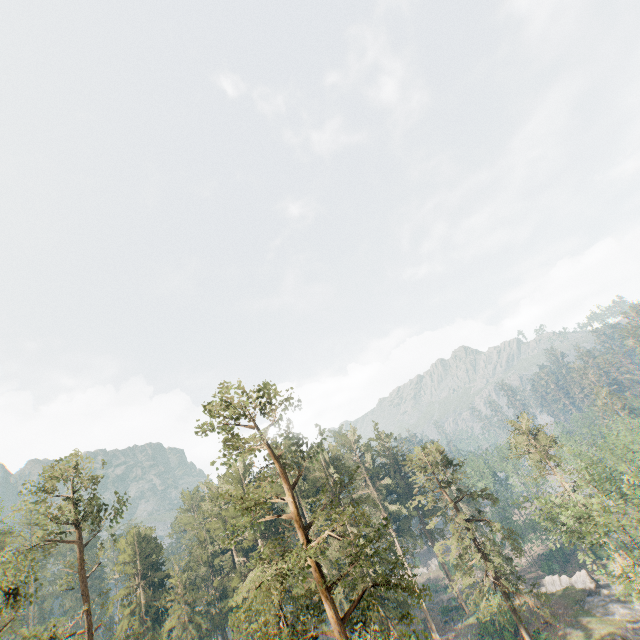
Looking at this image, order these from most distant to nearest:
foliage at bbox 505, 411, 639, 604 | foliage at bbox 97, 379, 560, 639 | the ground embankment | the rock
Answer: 1. the ground embankment
2. the rock
3. foliage at bbox 505, 411, 639, 604
4. foliage at bbox 97, 379, 560, 639

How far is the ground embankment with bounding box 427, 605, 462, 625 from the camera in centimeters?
5094cm

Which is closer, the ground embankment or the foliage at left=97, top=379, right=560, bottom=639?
the foliage at left=97, top=379, right=560, bottom=639

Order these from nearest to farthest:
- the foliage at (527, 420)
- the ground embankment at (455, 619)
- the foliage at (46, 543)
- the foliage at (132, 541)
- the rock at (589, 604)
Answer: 1. the foliage at (132, 541)
2. the foliage at (46, 543)
3. the foliage at (527, 420)
4. the rock at (589, 604)
5. the ground embankment at (455, 619)

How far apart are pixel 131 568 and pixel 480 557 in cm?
4942

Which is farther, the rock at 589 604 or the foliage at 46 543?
the rock at 589 604

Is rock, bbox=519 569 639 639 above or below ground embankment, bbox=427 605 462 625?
below

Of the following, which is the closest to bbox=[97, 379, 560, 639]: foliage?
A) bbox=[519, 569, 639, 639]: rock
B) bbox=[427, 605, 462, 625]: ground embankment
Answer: bbox=[519, 569, 639, 639]: rock
